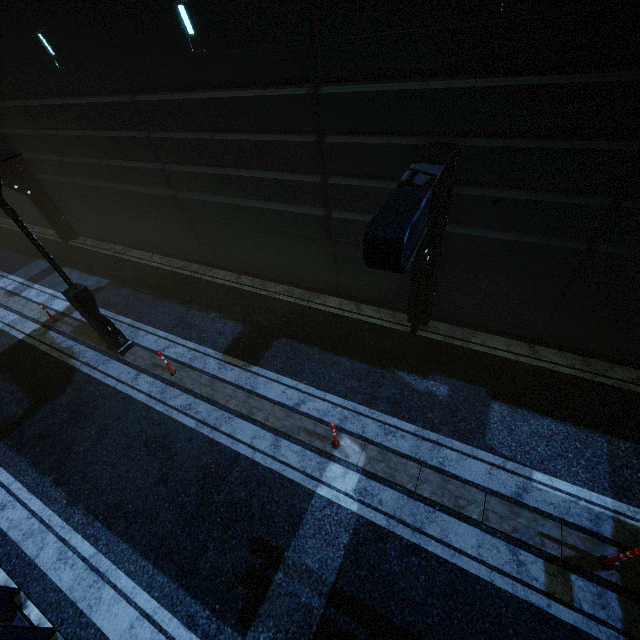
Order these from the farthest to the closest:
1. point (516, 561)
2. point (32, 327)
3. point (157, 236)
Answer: point (157, 236) → point (32, 327) → point (516, 561)

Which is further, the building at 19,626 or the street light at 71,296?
the street light at 71,296

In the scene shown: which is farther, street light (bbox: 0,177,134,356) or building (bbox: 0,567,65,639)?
street light (bbox: 0,177,134,356)

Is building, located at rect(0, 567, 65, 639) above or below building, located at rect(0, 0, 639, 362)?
below
